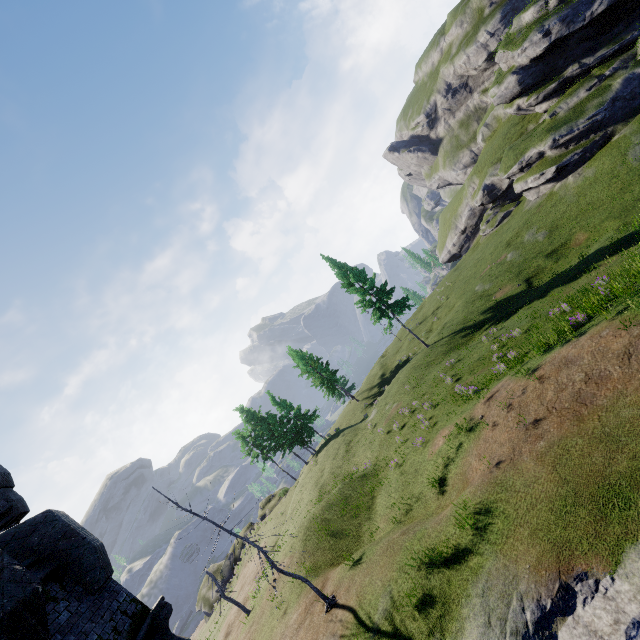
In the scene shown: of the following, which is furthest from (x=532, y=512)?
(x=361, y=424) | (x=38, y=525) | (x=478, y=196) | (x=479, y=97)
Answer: (x=479, y=97)

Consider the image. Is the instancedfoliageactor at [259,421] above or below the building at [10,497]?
below

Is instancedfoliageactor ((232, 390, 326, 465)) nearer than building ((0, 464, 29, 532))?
No

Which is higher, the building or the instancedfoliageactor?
the building

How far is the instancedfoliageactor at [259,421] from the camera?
42.97m

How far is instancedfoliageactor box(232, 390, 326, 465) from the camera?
42.97m
